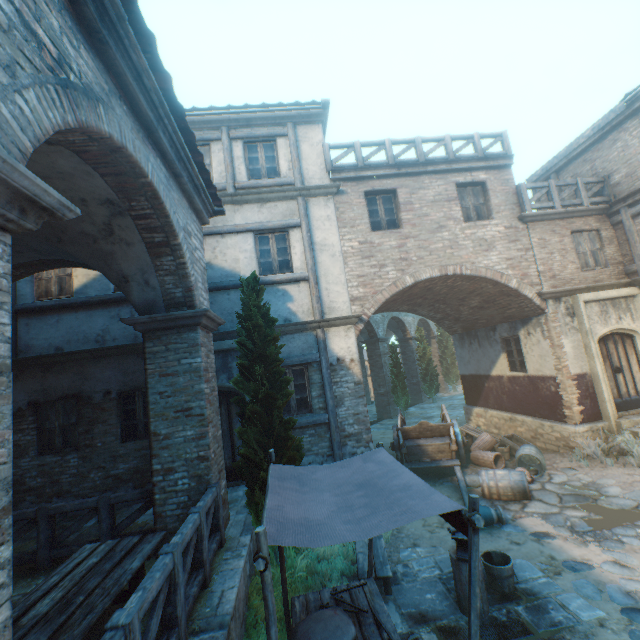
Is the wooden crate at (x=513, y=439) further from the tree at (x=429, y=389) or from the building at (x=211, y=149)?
the tree at (x=429, y=389)

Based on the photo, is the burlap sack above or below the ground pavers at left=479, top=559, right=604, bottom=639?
above

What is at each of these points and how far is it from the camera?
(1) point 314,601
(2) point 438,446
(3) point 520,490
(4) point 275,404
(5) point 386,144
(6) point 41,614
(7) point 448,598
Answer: A:
(1) table, 4.0 meters
(2) cart, 9.4 meters
(3) barrel, 7.3 meters
(4) tree, 5.9 meters
(5) fence, 10.1 meters
(6) table, 3.1 meters
(7) ground pavers, 4.8 meters

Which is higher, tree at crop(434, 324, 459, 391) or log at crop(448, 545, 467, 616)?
tree at crop(434, 324, 459, 391)

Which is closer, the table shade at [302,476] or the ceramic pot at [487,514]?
the table shade at [302,476]

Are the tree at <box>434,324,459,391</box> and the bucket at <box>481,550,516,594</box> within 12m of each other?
no

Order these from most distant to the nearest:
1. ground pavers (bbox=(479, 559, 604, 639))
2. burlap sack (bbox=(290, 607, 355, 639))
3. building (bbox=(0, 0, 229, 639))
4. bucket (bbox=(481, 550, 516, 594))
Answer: bucket (bbox=(481, 550, 516, 594))
ground pavers (bbox=(479, 559, 604, 639))
burlap sack (bbox=(290, 607, 355, 639))
building (bbox=(0, 0, 229, 639))

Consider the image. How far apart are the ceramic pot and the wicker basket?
2.9 meters
